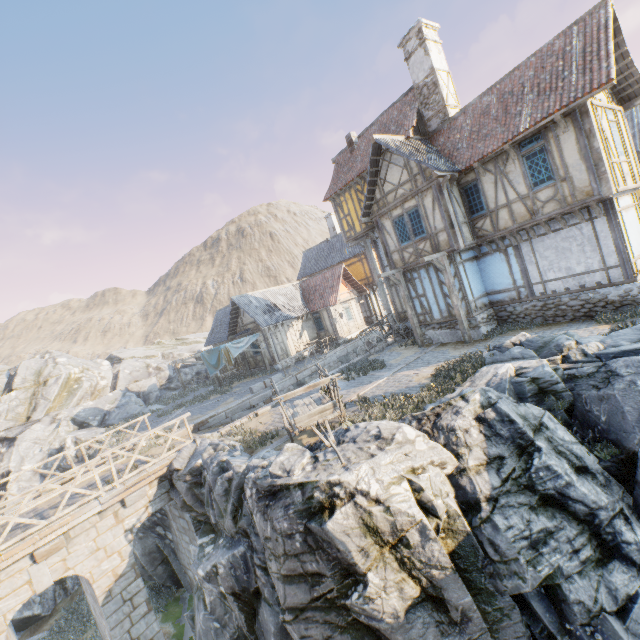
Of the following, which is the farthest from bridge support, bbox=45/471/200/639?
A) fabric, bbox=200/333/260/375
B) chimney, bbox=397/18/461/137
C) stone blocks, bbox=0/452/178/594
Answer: chimney, bbox=397/18/461/137

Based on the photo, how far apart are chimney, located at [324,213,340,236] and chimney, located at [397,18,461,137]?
16.88m

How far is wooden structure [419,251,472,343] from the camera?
13.5m

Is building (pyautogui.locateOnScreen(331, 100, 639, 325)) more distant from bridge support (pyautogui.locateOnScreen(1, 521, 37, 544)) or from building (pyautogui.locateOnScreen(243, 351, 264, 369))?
bridge support (pyautogui.locateOnScreen(1, 521, 37, 544))

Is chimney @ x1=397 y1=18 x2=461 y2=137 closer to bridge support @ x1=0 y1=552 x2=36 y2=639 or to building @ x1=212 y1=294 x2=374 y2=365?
building @ x1=212 y1=294 x2=374 y2=365

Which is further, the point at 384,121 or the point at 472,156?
the point at 384,121

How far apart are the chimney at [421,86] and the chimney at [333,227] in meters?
16.9

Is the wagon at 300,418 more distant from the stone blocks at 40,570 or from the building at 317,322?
the building at 317,322
